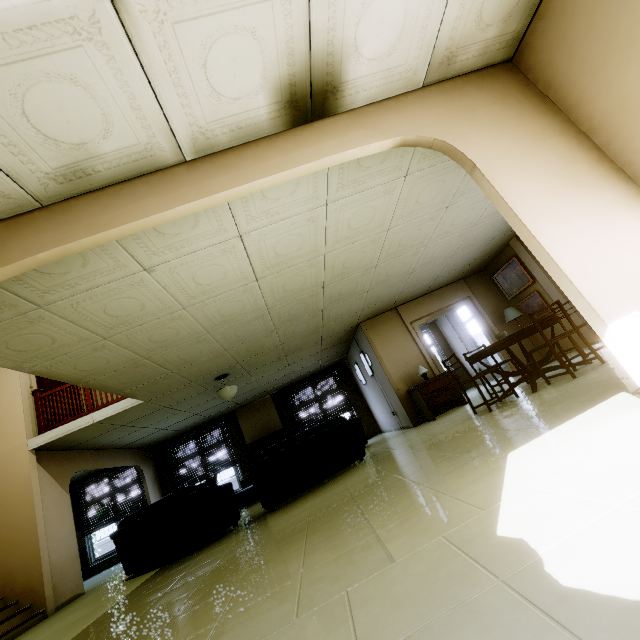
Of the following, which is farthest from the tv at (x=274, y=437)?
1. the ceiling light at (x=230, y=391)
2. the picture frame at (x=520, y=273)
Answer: the picture frame at (x=520, y=273)

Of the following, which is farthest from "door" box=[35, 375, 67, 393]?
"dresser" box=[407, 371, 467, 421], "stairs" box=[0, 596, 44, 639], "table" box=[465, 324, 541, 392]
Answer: "table" box=[465, 324, 541, 392]

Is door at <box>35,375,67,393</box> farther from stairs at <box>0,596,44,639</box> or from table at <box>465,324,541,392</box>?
table at <box>465,324,541,392</box>

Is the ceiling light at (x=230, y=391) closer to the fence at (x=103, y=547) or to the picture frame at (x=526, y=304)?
the picture frame at (x=526, y=304)

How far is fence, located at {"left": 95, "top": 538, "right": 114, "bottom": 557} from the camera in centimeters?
1499cm

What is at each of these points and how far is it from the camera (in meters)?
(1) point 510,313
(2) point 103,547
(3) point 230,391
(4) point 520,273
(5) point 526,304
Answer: (1) lamp, 7.73
(2) fence, 15.08
(3) ceiling light, 7.02
(4) picture frame, 7.66
(5) picture frame, 7.87

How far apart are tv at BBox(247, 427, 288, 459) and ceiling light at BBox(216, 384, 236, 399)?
3.81m

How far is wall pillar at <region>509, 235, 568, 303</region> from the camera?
6.9m
